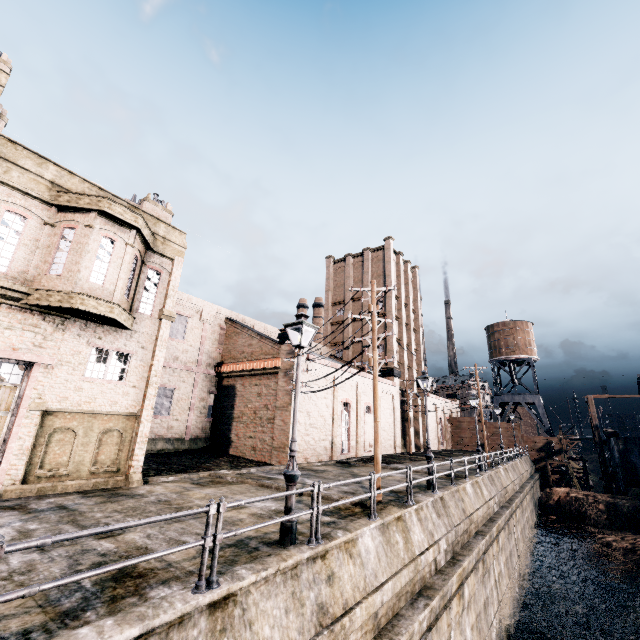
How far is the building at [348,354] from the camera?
26.3 meters

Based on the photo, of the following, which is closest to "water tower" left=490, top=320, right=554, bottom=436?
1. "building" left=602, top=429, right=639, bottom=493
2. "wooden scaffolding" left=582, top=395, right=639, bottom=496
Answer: "wooden scaffolding" left=582, top=395, right=639, bottom=496

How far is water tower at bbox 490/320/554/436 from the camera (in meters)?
53.22

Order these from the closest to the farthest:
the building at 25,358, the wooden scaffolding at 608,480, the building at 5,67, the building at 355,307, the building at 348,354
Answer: the building at 25,358, the building at 5,67, the building at 348,354, the wooden scaffolding at 608,480, the building at 355,307

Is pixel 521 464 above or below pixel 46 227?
below

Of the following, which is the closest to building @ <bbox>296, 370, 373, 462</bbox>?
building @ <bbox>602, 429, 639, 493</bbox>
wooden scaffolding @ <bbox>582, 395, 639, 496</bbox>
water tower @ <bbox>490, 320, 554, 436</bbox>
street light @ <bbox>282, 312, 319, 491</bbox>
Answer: water tower @ <bbox>490, 320, 554, 436</bbox>

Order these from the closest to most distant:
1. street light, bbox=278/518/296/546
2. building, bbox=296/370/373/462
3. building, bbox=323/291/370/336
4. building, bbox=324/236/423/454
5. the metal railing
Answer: the metal railing
street light, bbox=278/518/296/546
building, bbox=296/370/373/462
building, bbox=324/236/423/454
building, bbox=323/291/370/336

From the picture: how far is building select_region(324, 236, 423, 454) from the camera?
38.0 meters
